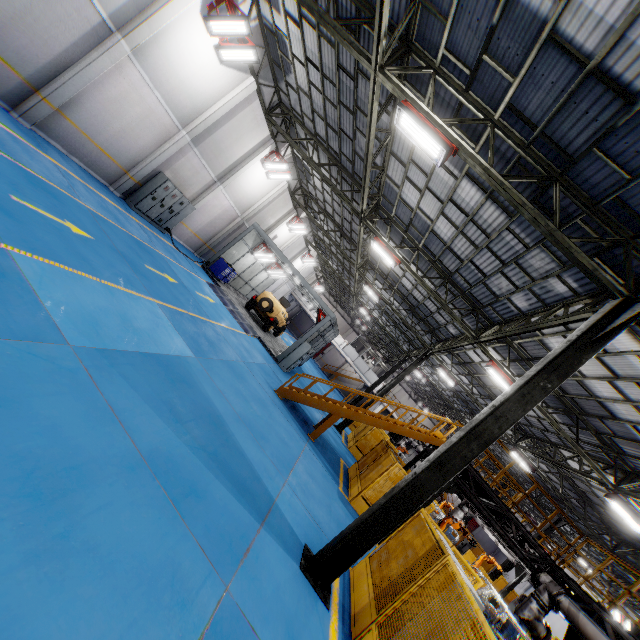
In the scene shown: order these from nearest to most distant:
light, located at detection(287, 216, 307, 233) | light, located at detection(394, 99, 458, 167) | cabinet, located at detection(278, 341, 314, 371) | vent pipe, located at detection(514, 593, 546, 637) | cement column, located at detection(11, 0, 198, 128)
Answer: light, located at detection(394, 99, 458, 167) → vent pipe, located at detection(514, 593, 546, 637) → cement column, located at detection(11, 0, 198, 128) → cabinet, located at detection(278, 341, 314, 371) → light, located at detection(287, 216, 307, 233)

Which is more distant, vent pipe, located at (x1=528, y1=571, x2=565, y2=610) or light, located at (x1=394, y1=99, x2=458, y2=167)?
vent pipe, located at (x1=528, y1=571, x2=565, y2=610)

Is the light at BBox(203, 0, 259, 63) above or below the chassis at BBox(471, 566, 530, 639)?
above

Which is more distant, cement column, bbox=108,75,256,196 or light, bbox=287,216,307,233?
light, bbox=287,216,307,233

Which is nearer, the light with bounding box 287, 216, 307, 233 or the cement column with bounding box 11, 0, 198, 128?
the cement column with bounding box 11, 0, 198, 128

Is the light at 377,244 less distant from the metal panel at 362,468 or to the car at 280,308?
the metal panel at 362,468

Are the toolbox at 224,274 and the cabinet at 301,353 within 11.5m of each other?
yes

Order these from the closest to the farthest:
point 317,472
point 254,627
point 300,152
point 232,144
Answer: point 254,627, point 317,472, point 300,152, point 232,144
